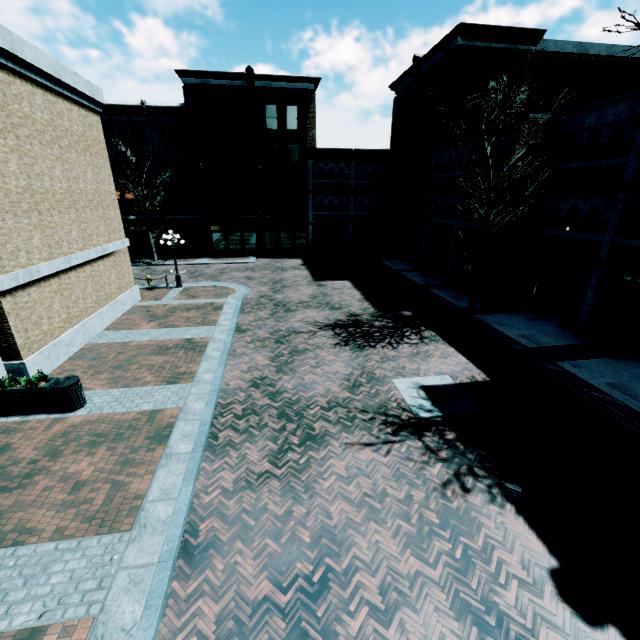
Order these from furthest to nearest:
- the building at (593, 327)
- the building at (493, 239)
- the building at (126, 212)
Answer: the building at (126, 212) < the building at (493, 239) < the building at (593, 327)

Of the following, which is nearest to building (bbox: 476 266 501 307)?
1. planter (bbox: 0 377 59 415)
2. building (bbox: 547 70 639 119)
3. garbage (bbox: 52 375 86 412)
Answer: building (bbox: 547 70 639 119)

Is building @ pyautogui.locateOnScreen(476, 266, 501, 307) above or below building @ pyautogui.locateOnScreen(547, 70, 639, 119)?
below

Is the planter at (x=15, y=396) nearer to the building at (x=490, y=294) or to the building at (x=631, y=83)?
the building at (x=631, y=83)

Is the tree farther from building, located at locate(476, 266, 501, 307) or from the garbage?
the garbage

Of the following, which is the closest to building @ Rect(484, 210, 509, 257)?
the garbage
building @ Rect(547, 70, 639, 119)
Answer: building @ Rect(547, 70, 639, 119)

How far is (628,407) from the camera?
9.3 meters

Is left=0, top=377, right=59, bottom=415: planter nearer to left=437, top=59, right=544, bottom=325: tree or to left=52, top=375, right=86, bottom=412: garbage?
left=52, top=375, right=86, bottom=412: garbage
